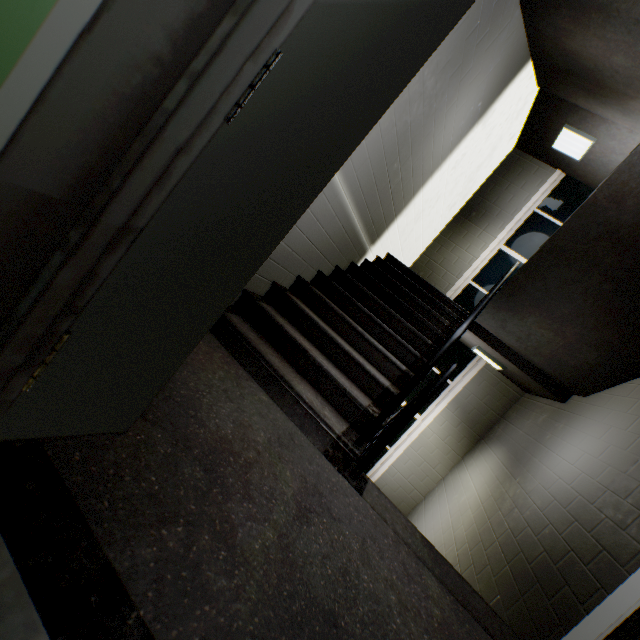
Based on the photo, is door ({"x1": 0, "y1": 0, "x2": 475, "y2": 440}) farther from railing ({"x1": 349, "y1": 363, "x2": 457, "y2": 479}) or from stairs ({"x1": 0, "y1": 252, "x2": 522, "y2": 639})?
railing ({"x1": 349, "y1": 363, "x2": 457, "y2": 479})

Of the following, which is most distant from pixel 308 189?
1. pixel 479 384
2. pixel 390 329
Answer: pixel 479 384

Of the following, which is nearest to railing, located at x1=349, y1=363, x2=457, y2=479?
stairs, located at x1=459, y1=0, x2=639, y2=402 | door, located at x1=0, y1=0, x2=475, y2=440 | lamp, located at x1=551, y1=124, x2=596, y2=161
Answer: stairs, located at x1=459, y1=0, x2=639, y2=402

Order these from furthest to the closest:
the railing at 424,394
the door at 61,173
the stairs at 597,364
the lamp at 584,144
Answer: the lamp at 584,144, the stairs at 597,364, the railing at 424,394, the door at 61,173

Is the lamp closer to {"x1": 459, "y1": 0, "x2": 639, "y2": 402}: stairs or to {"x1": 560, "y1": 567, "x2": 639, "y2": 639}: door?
{"x1": 459, "y1": 0, "x2": 639, "y2": 402}: stairs

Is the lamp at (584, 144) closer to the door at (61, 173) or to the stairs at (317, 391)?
the stairs at (317, 391)

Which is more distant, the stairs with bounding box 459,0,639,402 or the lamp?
the lamp

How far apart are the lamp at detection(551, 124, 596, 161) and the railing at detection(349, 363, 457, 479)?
5.3 meters
